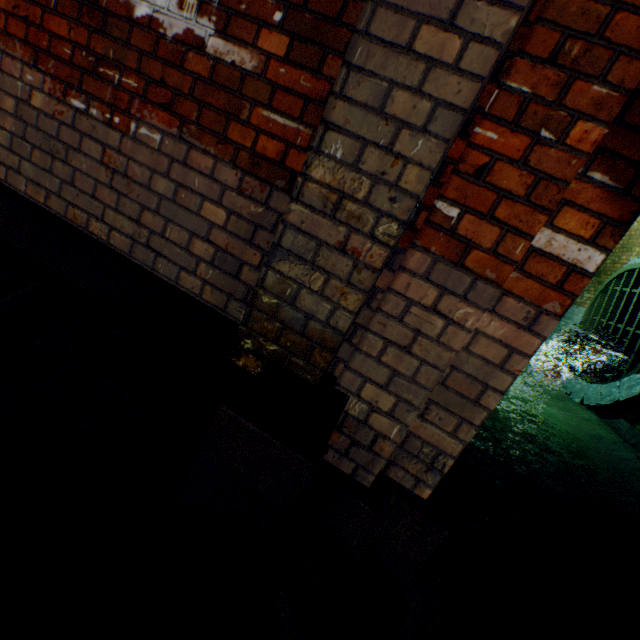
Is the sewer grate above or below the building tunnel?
above

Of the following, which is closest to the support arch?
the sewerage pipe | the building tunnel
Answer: the building tunnel

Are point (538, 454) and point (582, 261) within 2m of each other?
no

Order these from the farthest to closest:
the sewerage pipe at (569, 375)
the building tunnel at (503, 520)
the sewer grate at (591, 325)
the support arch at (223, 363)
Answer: the sewer grate at (591, 325), the sewerage pipe at (569, 375), the building tunnel at (503, 520), the support arch at (223, 363)

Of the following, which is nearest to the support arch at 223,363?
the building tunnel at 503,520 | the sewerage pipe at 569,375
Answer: the building tunnel at 503,520

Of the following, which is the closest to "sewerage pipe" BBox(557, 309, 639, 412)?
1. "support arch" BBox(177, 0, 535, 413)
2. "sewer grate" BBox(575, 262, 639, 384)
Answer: "sewer grate" BBox(575, 262, 639, 384)

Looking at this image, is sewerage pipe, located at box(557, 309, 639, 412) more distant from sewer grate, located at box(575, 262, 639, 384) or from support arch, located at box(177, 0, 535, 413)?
support arch, located at box(177, 0, 535, 413)

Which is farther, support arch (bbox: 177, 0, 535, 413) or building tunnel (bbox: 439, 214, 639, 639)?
building tunnel (bbox: 439, 214, 639, 639)
